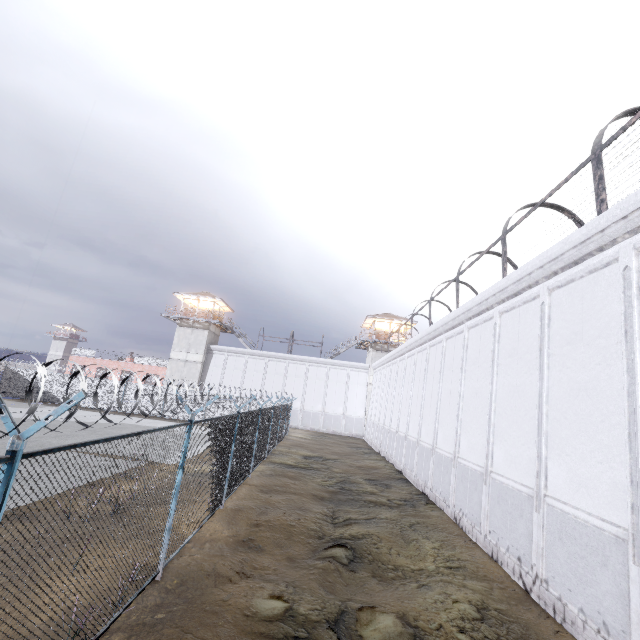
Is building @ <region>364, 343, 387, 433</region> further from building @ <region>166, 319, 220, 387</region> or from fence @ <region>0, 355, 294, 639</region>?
building @ <region>166, 319, 220, 387</region>

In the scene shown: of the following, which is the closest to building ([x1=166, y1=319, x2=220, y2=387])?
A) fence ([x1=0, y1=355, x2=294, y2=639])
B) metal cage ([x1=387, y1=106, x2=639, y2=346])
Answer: fence ([x1=0, y1=355, x2=294, y2=639])

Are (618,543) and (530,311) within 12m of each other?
yes

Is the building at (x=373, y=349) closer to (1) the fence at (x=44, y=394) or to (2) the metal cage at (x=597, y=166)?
(1) the fence at (x=44, y=394)

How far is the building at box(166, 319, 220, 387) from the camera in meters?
38.0 m

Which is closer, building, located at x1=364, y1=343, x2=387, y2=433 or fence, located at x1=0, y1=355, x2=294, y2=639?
fence, located at x1=0, y1=355, x2=294, y2=639

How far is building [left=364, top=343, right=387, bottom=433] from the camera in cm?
3709

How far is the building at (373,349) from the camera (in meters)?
37.09
